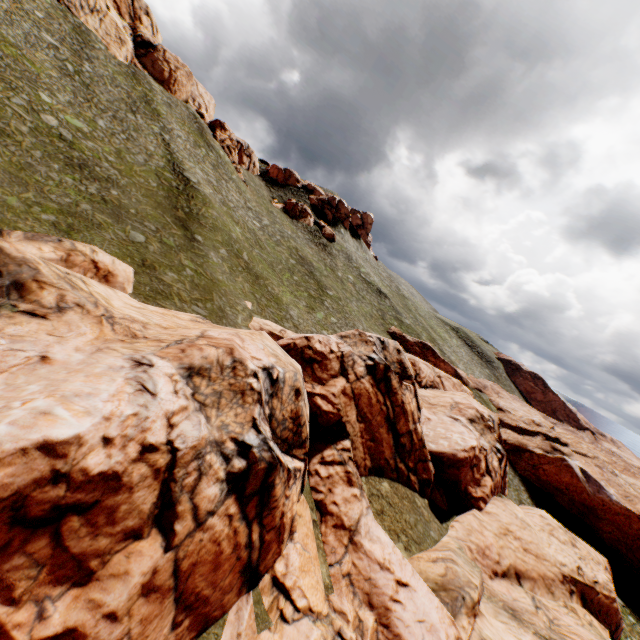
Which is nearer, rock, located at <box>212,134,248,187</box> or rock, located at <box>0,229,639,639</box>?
rock, located at <box>0,229,639,639</box>

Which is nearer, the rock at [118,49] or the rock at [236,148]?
the rock at [118,49]

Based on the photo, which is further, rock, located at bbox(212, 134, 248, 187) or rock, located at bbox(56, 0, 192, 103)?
rock, located at bbox(212, 134, 248, 187)

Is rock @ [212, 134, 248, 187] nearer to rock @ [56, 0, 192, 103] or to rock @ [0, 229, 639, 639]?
rock @ [56, 0, 192, 103]

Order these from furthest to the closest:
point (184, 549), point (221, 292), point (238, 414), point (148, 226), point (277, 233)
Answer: point (277, 233) → point (221, 292) → point (148, 226) → point (238, 414) → point (184, 549)

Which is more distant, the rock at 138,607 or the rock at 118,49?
the rock at 118,49
